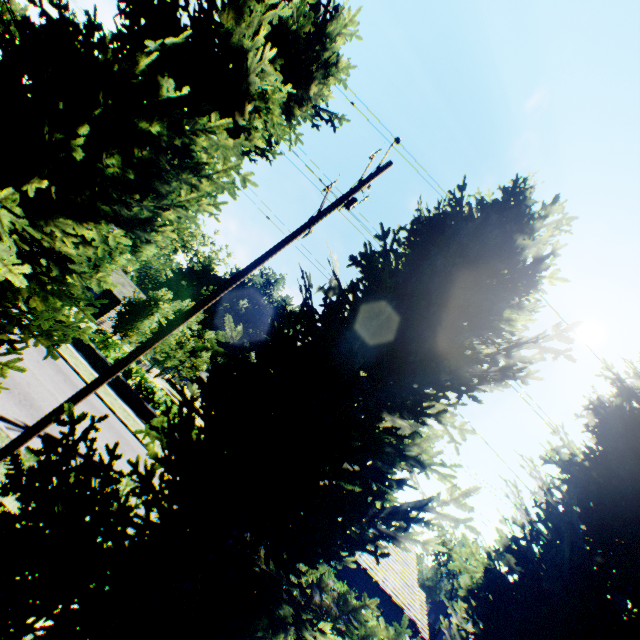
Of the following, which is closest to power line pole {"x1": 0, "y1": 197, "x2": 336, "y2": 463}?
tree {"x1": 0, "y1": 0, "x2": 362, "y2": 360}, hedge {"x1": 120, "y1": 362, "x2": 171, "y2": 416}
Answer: tree {"x1": 0, "y1": 0, "x2": 362, "y2": 360}

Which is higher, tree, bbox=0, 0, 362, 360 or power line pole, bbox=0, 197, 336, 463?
tree, bbox=0, 0, 362, 360

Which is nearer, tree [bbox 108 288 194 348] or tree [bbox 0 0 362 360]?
tree [bbox 0 0 362 360]

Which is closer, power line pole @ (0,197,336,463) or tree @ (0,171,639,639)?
tree @ (0,171,639,639)

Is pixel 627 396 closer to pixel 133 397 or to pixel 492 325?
pixel 492 325

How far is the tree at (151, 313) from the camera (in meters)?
20.98

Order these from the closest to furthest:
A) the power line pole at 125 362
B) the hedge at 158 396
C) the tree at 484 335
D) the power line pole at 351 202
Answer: the tree at 484 335 → the power line pole at 125 362 → the power line pole at 351 202 → the hedge at 158 396

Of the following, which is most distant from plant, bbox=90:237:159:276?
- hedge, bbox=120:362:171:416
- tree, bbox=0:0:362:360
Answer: hedge, bbox=120:362:171:416
